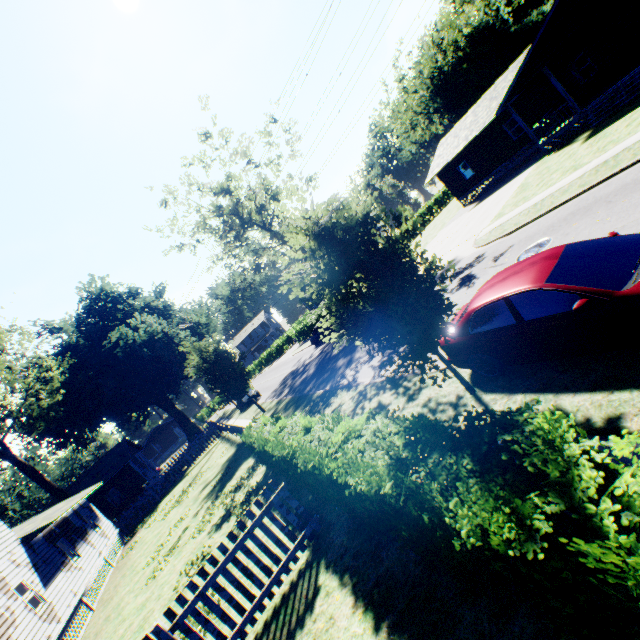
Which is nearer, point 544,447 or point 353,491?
point 544,447

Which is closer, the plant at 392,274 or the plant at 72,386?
the plant at 392,274

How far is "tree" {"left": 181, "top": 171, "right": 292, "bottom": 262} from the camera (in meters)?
30.80

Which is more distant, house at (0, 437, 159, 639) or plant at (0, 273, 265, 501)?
plant at (0, 273, 265, 501)

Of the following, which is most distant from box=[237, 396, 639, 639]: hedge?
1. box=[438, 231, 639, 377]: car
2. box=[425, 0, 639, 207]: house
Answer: box=[425, 0, 639, 207]: house

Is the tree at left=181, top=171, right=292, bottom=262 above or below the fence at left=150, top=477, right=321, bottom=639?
above

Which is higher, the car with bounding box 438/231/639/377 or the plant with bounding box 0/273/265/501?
the plant with bounding box 0/273/265/501

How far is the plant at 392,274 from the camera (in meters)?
5.68
